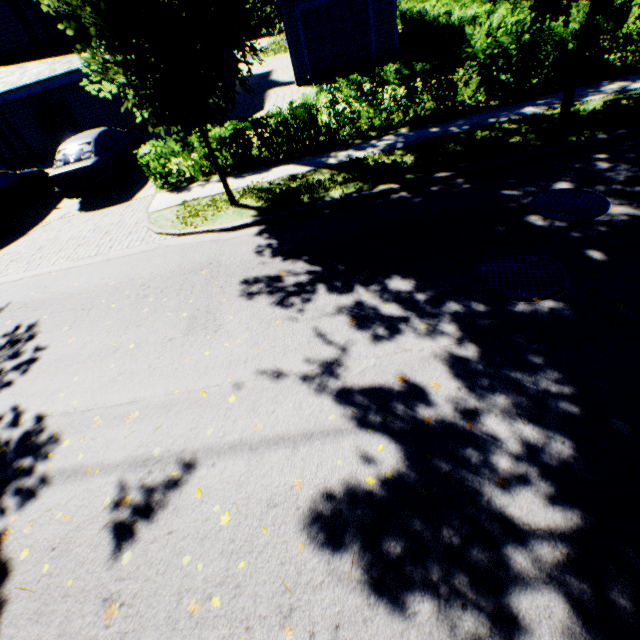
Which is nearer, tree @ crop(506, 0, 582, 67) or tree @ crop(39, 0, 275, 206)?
tree @ crop(39, 0, 275, 206)

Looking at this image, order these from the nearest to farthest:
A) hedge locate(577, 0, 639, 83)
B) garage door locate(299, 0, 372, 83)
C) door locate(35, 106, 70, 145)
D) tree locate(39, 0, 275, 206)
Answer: tree locate(39, 0, 275, 206), hedge locate(577, 0, 639, 83), garage door locate(299, 0, 372, 83), door locate(35, 106, 70, 145)

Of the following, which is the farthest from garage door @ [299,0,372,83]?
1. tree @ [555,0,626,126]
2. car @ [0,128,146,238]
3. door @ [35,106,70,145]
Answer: door @ [35,106,70,145]

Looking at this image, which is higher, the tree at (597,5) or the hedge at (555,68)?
the tree at (597,5)

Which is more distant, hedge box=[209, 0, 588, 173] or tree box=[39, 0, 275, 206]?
hedge box=[209, 0, 588, 173]

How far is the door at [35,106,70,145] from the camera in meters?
16.2 m

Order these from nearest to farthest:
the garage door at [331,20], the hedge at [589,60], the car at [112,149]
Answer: the hedge at [589,60] < the car at [112,149] < the garage door at [331,20]

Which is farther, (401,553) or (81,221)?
(81,221)
